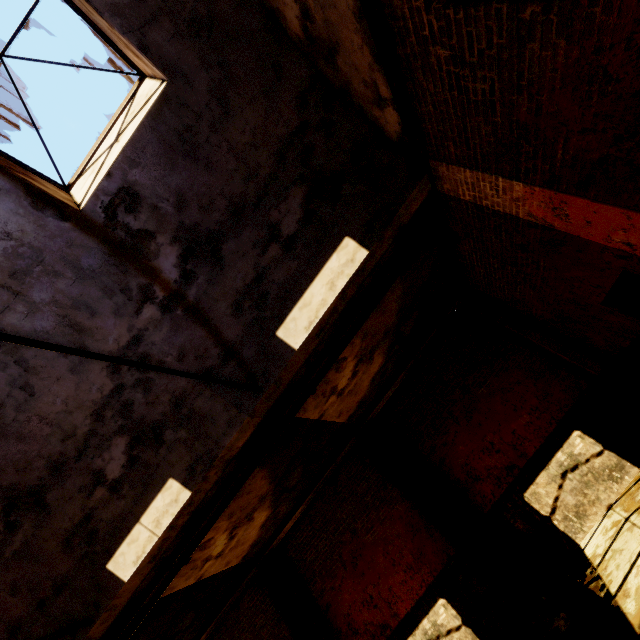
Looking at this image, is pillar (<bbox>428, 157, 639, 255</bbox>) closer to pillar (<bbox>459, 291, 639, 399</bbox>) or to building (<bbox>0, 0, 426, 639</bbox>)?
building (<bbox>0, 0, 426, 639</bbox>)

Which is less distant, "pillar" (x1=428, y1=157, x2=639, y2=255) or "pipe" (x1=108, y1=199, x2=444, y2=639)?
"pillar" (x1=428, y1=157, x2=639, y2=255)

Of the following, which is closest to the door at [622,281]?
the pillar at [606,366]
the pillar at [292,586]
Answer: the pillar at [606,366]

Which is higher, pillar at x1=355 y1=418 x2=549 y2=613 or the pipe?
the pipe

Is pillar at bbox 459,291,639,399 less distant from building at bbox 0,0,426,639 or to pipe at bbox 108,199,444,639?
pipe at bbox 108,199,444,639

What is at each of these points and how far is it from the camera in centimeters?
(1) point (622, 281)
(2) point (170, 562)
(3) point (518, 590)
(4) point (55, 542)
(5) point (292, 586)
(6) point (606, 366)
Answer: (1) door, 471cm
(2) pipe, 613cm
(3) pillar, 671cm
(4) building, 542cm
(5) pillar, 898cm
(6) pillar, 713cm

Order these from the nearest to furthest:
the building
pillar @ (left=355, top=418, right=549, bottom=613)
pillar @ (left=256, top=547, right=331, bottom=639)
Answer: the building, pillar @ (left=355, top=418, right=549, bottom=613), pillar @ (left=256, top=547, right=331, bottom=639)

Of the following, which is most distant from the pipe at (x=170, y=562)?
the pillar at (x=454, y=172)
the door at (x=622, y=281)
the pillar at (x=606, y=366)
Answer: the pillar at (x=606, y=366)
